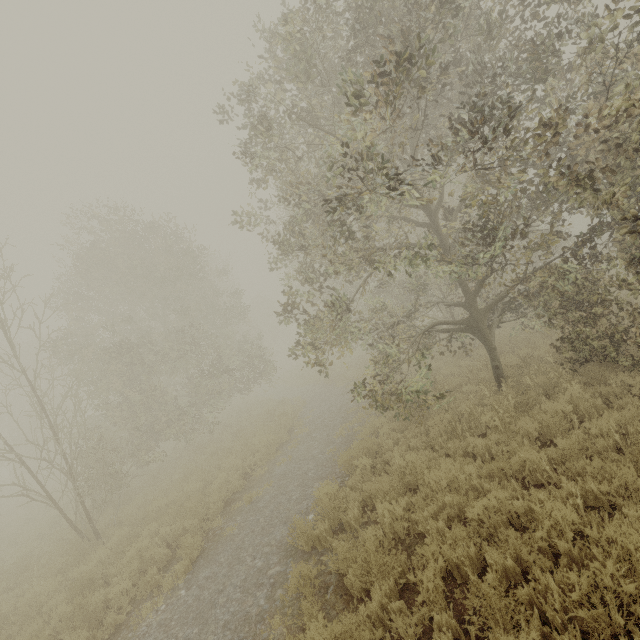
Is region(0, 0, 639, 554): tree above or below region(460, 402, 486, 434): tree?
above

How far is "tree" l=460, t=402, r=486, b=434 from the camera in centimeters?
771cm

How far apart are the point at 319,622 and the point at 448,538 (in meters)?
1.99

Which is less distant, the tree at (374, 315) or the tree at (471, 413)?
the tree at (374, 315)

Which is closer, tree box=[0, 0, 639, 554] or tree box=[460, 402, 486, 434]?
tree box=[0, 0, 639, 554]

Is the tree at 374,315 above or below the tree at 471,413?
above
